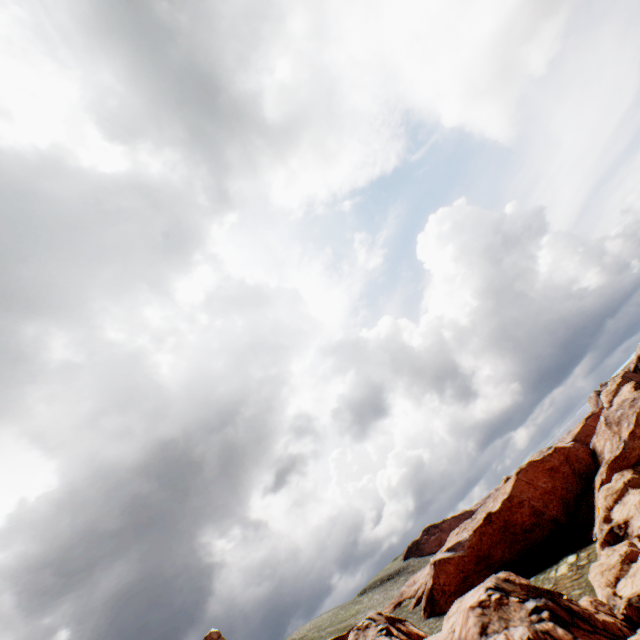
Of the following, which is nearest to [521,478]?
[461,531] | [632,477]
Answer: [461,531]
